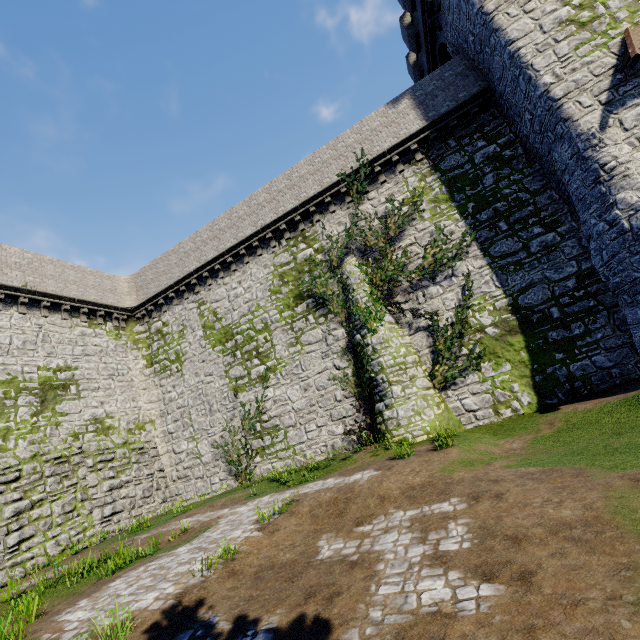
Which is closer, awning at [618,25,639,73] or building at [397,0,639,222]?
awning at [618,25,639,73]

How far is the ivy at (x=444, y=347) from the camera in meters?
14.0

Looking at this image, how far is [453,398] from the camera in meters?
13.9

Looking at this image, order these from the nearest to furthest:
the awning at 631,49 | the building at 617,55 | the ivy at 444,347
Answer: the awning at 631,49, the building at 617,55, the ivy at 444,347

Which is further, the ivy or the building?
the ivy

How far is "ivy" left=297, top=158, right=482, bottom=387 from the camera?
14.02m

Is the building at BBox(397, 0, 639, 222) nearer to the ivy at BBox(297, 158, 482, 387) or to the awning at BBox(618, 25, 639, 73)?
the awning at BBox(618, 25, 639, 73)
